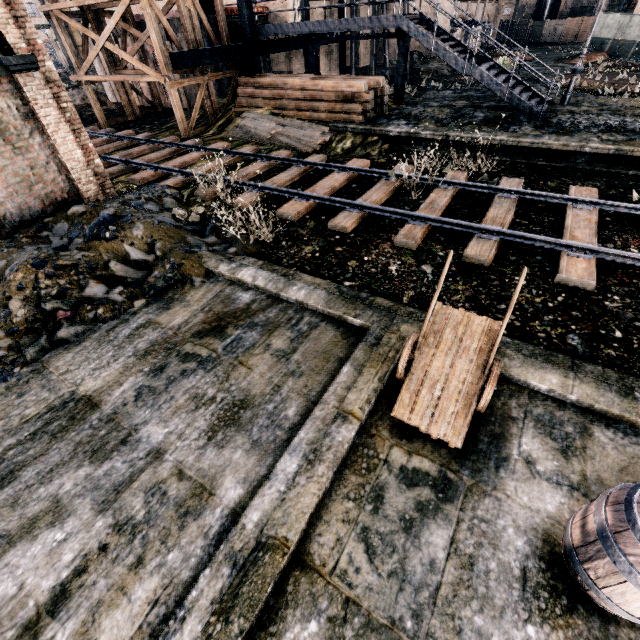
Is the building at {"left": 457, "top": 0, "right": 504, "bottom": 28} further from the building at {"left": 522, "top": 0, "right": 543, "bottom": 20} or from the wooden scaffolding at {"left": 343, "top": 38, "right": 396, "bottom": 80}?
the building at {"left": 522, "top": 0, "right": 543, "bottom": 20}

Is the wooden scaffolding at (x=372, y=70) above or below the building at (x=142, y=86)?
above

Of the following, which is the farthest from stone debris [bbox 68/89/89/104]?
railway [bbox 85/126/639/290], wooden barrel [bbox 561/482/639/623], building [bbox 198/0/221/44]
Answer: wooden barrel [bbox 561/482/639/623]

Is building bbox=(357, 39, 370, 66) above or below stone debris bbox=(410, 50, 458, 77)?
above

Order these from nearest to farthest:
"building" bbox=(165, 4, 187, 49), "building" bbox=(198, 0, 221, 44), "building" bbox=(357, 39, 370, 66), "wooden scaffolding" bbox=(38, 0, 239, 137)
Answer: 1. "wooden scaffolding" bbox=(38, 0, 239, 137)
2. "building" bbox=(198, 0, 221, 44)
3. "building" bbox=(165, 4, 187, 49)
4. "building" bbox=(357, 39, 370, 66)

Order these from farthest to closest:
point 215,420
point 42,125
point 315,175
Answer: point 315,175, point 42,125, point 215,420

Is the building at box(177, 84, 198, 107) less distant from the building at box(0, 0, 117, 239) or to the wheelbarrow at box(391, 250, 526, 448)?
the building at box(0, 0, 117, 239)

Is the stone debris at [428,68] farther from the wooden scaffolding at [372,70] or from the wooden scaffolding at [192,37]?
the wooden scaffolding at [192,37]
